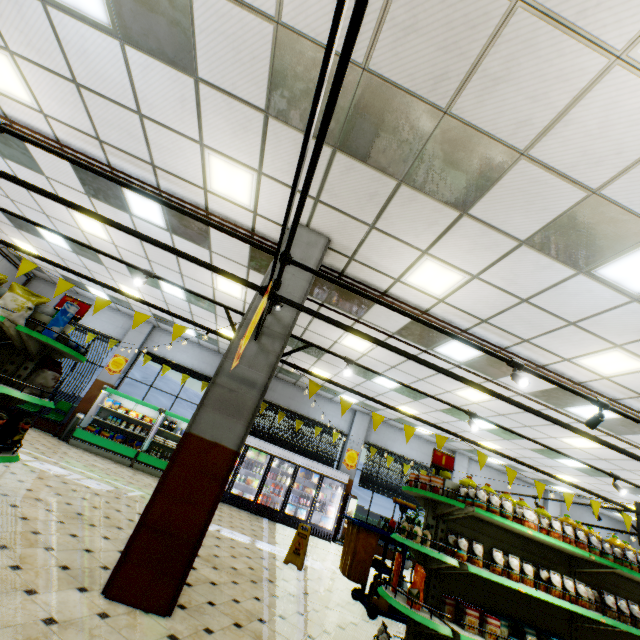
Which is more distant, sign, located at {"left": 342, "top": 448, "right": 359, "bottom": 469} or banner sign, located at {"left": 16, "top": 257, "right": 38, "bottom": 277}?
sign, located at {"left": 342, "top": 448, "right": 359, "bottom": 469}

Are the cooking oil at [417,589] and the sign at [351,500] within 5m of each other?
no

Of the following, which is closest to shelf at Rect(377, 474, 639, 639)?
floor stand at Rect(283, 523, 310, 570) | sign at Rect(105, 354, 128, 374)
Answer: floor stand at Rect(283, 523, 310, 570)

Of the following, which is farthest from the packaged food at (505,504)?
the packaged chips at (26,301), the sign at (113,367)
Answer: the sign at (113,367)

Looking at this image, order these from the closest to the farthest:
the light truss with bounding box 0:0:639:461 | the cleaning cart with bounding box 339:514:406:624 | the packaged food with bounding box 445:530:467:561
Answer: the light truss with bounding box 0:0:639:461 → the packaged food with bounding box 445:530:467:561 → the cleaning cart with bounding box 339:514:406:624

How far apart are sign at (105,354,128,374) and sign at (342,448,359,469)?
9.5m

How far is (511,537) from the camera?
4.4 meters

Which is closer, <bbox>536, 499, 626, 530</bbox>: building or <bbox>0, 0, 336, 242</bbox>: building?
<bbox>0, 0, 336, 242</bbox>: building
